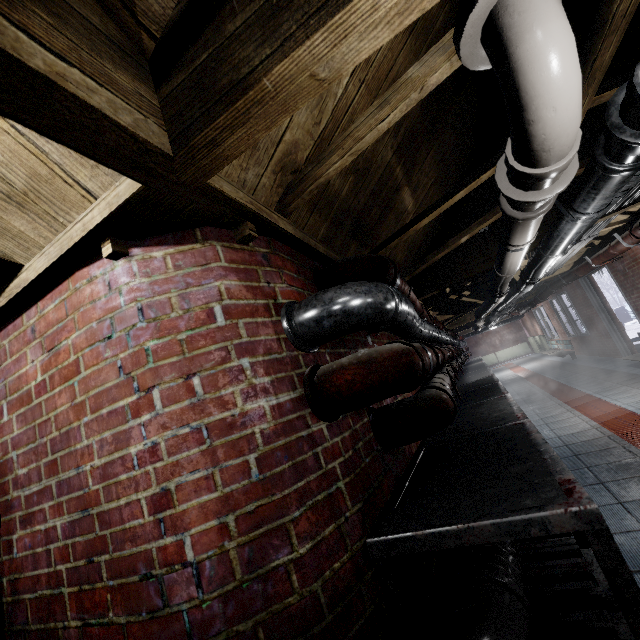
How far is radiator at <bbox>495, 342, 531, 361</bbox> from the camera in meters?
16.7 m

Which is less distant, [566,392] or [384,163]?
[384,163]

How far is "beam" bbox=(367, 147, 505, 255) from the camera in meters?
1.9

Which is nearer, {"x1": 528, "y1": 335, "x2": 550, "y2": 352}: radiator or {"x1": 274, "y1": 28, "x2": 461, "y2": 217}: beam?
{"x1": 274, "y1": 28, "x2": 461, "y2": 217}: beam

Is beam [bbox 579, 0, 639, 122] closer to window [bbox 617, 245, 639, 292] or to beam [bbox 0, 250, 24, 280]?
window [bbox 617, 245, 639, 292]

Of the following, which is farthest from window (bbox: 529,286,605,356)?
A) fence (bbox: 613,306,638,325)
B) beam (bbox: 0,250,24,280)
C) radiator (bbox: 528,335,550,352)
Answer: beam (bbox: 0,250,24,280)

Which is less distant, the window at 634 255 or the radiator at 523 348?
the window at 634 255

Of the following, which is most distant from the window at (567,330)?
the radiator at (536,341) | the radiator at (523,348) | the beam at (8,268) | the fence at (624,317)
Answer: the beam at (8,268)
